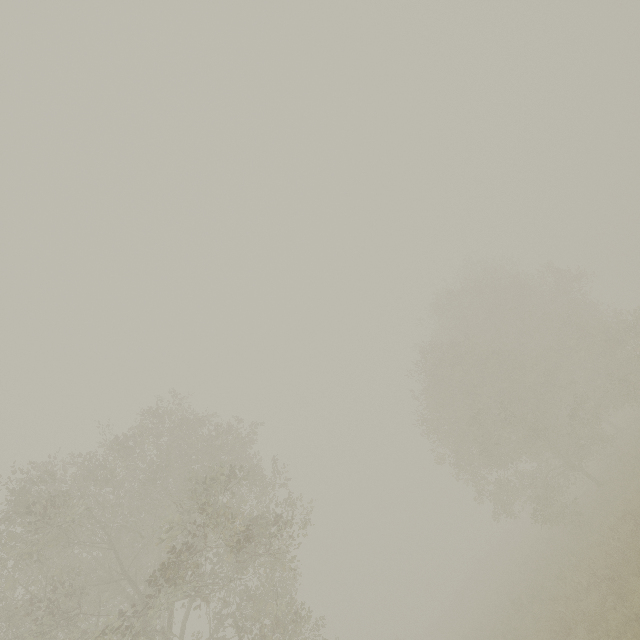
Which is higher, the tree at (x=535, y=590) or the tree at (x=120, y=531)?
the tree at (x=120, y=531)

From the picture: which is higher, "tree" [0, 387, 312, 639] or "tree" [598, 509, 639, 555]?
"tree" [0, 387, 312, 639]

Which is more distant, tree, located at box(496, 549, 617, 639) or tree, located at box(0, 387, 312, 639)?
tree, located at box(496, 549, 617, 639)

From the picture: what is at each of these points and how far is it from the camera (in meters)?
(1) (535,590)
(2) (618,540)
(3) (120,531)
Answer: (1) tree, 15.66
(2) tree, 11.64
(3) tree, 13.60

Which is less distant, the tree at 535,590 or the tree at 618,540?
the tree at 618,540

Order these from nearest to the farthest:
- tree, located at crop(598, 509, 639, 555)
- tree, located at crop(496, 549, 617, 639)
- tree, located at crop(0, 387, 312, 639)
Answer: tree, located at crop(0, 387, 312, 639) → tree, located at crop(598, 509, 639, 555) → tree, located at crop(496, 549, 617, 639)
